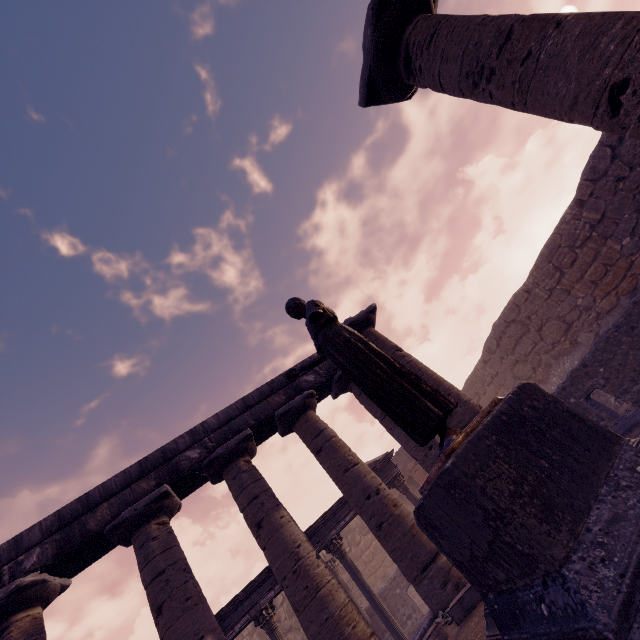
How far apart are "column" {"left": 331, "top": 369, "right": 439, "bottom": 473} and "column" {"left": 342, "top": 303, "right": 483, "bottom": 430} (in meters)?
0.64

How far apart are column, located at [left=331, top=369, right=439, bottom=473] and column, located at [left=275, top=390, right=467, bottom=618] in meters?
0.8 m

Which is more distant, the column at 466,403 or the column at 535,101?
the column at 466,403

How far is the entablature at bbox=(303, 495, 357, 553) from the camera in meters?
10.4 m

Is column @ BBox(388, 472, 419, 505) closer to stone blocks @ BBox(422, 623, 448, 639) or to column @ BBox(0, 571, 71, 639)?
stone blocks @ BBox(422, 623, 448, 639)

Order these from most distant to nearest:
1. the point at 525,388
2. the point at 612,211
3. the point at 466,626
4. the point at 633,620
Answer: the point at 612,211 < the point at 466,626 < the point at 525,388 < the point at 633,620

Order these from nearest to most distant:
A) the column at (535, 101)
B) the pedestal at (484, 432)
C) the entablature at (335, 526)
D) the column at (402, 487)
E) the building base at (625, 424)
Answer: the pedestal at (484, 432) < the column at (535, 101) < the building base at (625, 424) < the entablature at (335, 526) < the column at (402, 487)

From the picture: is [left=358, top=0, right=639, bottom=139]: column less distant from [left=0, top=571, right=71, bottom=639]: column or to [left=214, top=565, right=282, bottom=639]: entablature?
[left=0, top=571, right=71, bottom=639]: column
